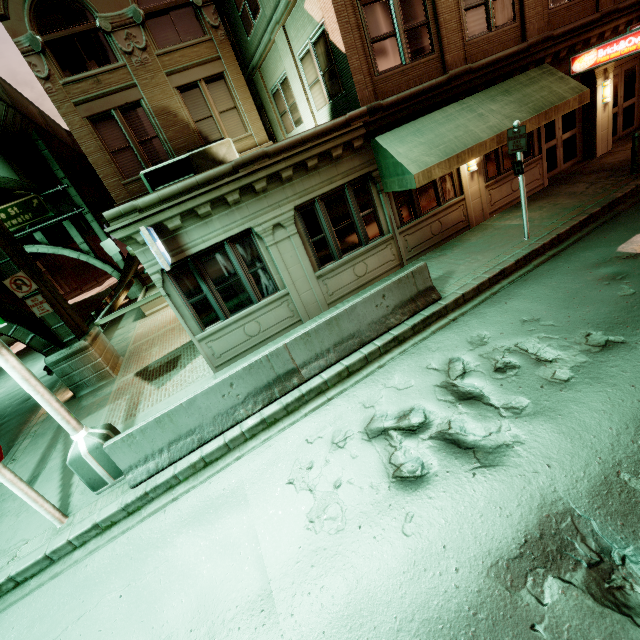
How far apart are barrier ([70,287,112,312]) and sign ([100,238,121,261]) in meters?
8.8 m

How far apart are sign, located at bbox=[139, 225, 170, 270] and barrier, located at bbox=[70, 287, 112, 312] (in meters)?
29.24

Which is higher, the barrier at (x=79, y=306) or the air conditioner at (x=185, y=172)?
the air conditioner at (x=185, y=172)

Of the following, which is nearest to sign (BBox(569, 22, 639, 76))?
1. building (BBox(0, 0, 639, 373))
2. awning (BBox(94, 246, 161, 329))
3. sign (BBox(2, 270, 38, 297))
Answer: building (BBox(0, 0, 639, 373))

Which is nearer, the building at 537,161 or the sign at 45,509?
the sign at 45,509

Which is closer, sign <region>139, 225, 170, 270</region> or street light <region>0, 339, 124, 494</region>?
street light <region>0, 339, 124, 494</region>

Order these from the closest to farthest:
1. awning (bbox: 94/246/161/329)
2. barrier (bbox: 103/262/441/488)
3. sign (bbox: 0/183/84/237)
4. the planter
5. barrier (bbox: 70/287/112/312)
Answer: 1. barrier (bbox: 103/262/441/488)
2. awning (bbox: 94/246/161/329)
3. the planter
4. sign (bbox: 0/183/84/237)
5. barrier (bbox: 70/287/112/312)

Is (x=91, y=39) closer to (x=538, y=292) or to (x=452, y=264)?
(x=452, y=264)
